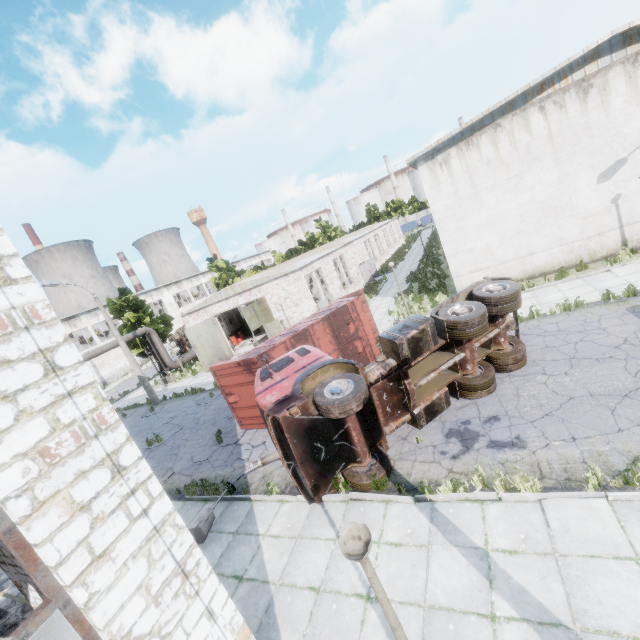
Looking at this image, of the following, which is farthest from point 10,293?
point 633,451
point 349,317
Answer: point 349,317

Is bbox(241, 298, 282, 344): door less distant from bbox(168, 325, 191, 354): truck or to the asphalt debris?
the asphalt debris

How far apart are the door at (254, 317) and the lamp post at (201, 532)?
12.8 meters

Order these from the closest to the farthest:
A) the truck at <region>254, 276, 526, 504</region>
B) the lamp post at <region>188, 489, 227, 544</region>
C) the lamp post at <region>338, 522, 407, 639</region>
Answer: the lamp post at <region>338, 522, 407, 639</region>, the truck at <region>254, 276, 526, 504</region>, the lamp post at <region>188, 489, 227, 544</region>

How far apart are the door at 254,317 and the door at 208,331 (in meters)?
5.32

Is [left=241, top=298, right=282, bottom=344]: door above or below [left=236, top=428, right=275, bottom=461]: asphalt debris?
above

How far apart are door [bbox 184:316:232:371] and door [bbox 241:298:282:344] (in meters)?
5.32

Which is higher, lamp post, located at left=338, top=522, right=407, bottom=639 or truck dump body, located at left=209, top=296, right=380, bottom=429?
lamp post, located at left=338, top=522, right=407, bottom=639
